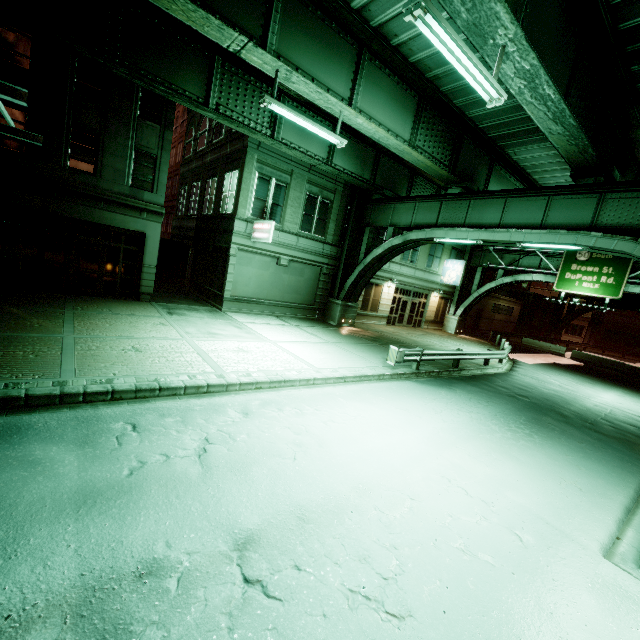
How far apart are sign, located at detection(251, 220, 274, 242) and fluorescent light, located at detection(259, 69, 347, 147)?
5.8 meters

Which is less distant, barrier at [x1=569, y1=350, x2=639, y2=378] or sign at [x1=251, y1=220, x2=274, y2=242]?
sign at [x1=251, y1=220, x2=274, y2=242]

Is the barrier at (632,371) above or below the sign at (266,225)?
below

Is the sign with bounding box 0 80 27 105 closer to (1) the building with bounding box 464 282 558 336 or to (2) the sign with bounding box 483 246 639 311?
(2) the sign with bounding box 483 246 639 311

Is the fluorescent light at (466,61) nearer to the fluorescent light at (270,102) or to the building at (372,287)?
the fluorescent light at (270,102)

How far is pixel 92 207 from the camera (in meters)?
14.77

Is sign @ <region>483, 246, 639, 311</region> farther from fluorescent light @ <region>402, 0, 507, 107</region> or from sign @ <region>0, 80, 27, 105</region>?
sign @ <region>0, 80, 27, 105</region>

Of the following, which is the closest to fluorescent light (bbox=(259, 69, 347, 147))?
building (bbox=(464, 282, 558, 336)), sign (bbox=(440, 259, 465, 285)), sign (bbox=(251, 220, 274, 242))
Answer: sign (bbox=(251, 220, 274, 242))
